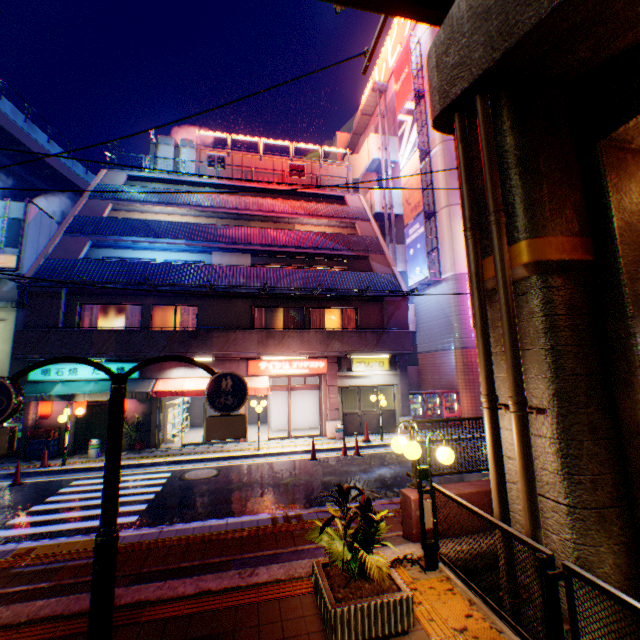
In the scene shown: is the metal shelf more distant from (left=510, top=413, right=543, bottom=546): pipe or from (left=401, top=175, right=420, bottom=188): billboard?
(left=401, top=175, right=420, bottom=188): billboard

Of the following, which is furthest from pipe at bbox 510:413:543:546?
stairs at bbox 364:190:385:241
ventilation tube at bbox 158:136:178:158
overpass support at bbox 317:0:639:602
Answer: ventilation tube at bbox 158:136:178:158

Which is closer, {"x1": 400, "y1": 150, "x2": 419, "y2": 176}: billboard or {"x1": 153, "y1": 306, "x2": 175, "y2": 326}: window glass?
{"x1": 153, "y1": 306, "x2": 175, "y2": 326}: window glass

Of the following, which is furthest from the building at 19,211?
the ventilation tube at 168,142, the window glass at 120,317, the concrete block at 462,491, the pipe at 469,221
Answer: the pipe at 469,221

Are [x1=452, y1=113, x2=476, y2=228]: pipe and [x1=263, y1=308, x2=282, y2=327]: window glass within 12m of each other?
no

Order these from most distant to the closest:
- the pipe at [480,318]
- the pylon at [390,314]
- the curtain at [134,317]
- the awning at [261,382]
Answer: the pylon at [390,314]
the curtain at [134,317]
the awning at [261,382]
the pipe at [480,318]

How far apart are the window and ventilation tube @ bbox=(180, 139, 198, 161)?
10.08m

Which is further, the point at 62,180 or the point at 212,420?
the point at 62,180
